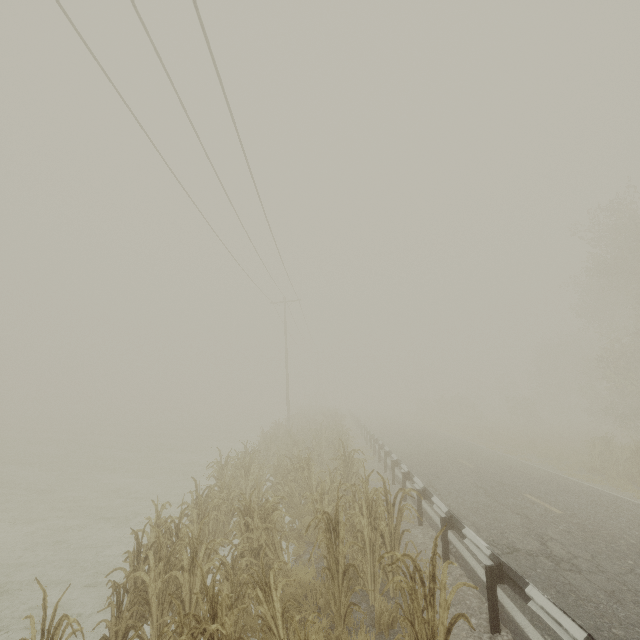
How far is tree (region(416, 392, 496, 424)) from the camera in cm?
4106

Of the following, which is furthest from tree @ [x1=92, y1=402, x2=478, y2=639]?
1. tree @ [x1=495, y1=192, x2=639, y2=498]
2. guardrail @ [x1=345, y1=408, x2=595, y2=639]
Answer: tree @ [x1=495, y1=192, x2=639, y2=498]

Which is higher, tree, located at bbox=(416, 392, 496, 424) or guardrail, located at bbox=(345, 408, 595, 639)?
tree, located at bbox=(416, 392, 496, 424)

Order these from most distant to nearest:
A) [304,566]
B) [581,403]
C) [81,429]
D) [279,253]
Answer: [581,403], [81,429], [279,253], [304,566]

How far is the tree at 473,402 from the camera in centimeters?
4106cm

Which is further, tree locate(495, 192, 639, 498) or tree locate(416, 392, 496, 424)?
tree locate(416, 392, 496, 424)

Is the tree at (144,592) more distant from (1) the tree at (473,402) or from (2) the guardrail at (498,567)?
(1) the tree at (473,402)
